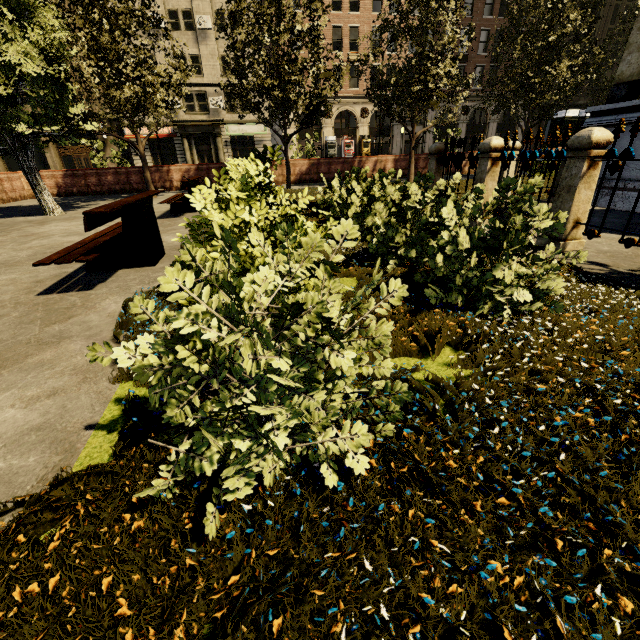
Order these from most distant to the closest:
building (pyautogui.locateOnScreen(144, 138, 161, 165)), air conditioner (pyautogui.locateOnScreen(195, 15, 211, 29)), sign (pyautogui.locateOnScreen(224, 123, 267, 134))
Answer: sign (pyautogui.locateOnScreen(224, 123, 267, 134)) → building (pyautogui.locateOnScreen(144, 138, 161, 165)) → air conditioner (pyautogui.locateOnScreen(195, 15, 211, 29))

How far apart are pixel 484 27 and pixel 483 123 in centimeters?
879cm

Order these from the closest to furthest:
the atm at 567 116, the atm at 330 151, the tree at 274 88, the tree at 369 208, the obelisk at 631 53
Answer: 1. the tree at 369 208
2. the obelisk at 631 53
3. the tree at 274 88
4. the atm at 567 116
5. the atm at 330 151

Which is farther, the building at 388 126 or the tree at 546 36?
the building at 388 126

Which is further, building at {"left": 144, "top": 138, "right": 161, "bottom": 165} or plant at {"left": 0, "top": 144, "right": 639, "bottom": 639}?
building at {"left": 144, "top": 138, "right": 161, "bottom": 165}

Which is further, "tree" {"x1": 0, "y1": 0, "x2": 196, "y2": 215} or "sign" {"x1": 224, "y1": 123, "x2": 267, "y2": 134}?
"sign" {"x1": 224, "y1": 123, "x2": 267, "y2": 134}

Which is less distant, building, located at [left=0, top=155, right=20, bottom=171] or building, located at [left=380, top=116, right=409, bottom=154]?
building, located at [left=0, top=155, right=20, bottom=171]

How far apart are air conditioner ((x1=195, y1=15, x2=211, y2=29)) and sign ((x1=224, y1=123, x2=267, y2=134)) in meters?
7.3
